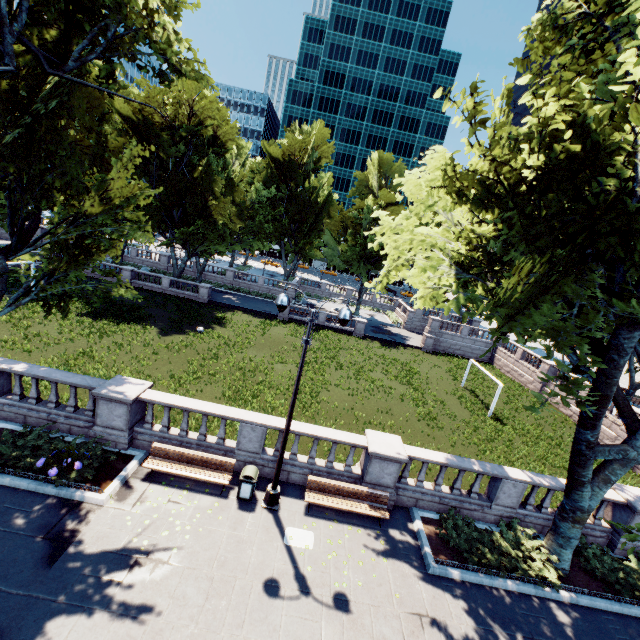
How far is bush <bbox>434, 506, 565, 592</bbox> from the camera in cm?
1021

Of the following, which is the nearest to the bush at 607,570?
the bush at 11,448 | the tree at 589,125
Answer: the tree at 589,125

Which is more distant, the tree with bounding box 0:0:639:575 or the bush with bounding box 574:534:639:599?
the bush with bounding box 574:534:639:599

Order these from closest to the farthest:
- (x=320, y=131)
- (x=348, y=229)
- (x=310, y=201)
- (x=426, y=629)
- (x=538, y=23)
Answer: (x=426, y=629) < (x=538, y=23) < (x=320, y=131) < (x=348, y=229) < (x=310, y=201)

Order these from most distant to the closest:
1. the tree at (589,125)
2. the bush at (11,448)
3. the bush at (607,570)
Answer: the bush at (607,570)
the bush at (11,448)
the tree at (589,125)

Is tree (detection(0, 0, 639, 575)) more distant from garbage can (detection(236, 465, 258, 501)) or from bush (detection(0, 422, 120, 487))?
garbage can (detection(236, 465, 258, 501))

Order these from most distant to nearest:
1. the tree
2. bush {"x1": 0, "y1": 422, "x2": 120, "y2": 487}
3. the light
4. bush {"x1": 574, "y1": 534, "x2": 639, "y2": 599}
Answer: bush {"x1": 574, "y1": 534, "x2": 639, "y2": 599}, bush {"x1": 0, "y1": 422, "x2": 120, "y2": 487}, the light, the tree

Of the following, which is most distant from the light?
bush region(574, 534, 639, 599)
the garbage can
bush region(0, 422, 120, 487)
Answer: bush region(574, 534, 639, 599)
